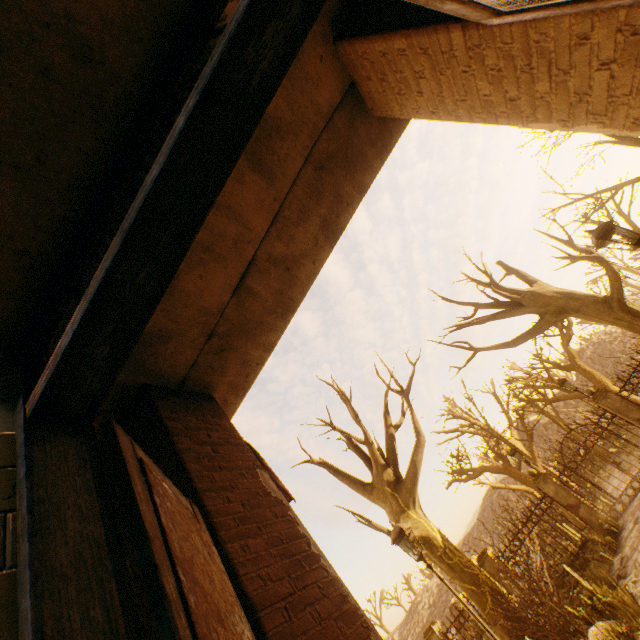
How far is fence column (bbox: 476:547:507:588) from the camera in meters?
12.5

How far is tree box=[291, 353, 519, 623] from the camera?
9.84m

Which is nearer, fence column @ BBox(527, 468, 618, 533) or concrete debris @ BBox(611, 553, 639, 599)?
concrete debris @ BBox(611, 553, 639, 599)

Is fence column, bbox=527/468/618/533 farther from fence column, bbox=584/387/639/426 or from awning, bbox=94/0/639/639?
awning, bbox=94/0/639/639

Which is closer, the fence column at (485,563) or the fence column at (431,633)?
the fence column at (485,563)

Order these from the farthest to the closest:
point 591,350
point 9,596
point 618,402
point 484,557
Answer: point 591,350
point 484,557
point 618,402
point 9,596

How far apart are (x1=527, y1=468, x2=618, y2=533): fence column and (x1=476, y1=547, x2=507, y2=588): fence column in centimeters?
332cm

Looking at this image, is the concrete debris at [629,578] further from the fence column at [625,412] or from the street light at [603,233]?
the street light at [603,233]
